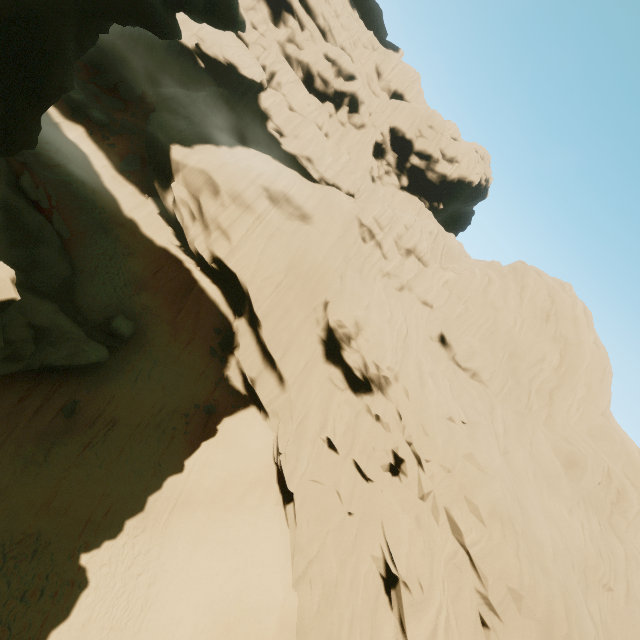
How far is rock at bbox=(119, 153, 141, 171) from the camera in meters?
25.6 m

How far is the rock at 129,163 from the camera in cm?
2555

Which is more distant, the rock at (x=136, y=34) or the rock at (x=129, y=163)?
the rock at (x=129, y=163)

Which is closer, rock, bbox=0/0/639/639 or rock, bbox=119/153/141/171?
rock, bbox=0/0/639/639

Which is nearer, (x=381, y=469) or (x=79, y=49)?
(x=79, y=49)
